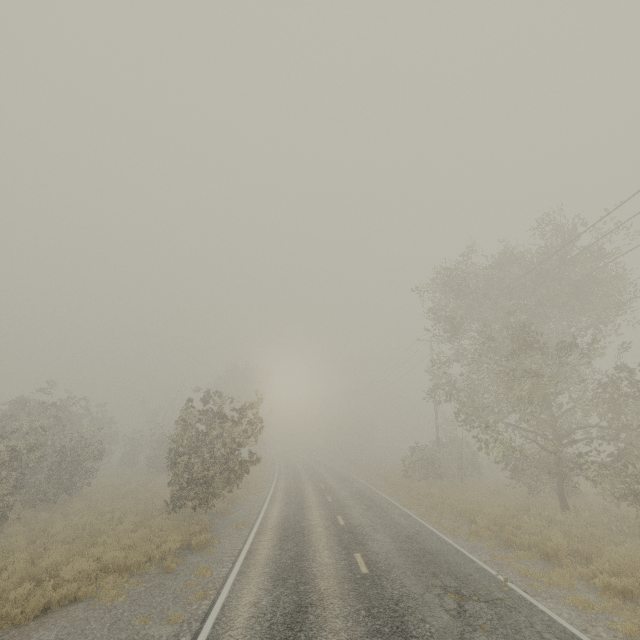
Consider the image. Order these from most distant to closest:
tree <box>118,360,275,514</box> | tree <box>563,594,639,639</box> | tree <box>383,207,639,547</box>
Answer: tree <box>118,360,275,514</box>, tree <box>383,207,639,547</box>, tree <box>563,594,639,639</box>

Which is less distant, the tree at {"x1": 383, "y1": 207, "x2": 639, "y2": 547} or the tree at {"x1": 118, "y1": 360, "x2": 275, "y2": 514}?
the tree at {"x1": 383, "y1": 207, "x2": 639, "y2": 547}

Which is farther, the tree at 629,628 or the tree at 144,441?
the tree at 144,441

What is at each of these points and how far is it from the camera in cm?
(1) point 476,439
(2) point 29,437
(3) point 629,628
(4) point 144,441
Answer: (1) tree, 2280
(2) tree, 1858
(3) tree, 637
(4) tree, 3797

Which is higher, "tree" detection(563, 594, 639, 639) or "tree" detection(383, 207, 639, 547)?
"tree" detection(383, 207, 639, 547)

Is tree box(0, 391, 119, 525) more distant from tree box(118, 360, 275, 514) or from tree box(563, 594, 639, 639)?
tree box(563, 594, 639, 639)

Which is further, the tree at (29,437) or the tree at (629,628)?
the tree at (29,437)
